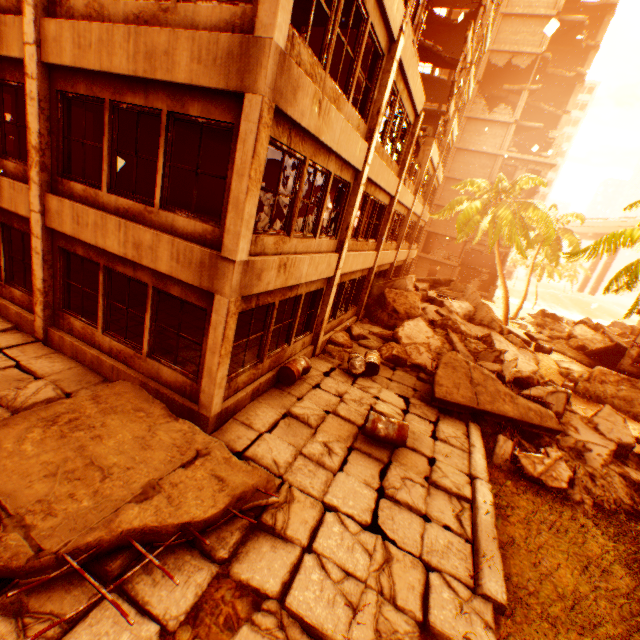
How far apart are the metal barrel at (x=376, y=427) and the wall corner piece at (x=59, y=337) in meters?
2.5 m

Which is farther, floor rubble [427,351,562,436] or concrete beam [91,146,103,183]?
concrete beam [91,146,103,183]

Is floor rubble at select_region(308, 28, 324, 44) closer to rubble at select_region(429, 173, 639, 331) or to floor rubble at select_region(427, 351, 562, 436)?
rubble at select_region(429, 173, 639, 331)

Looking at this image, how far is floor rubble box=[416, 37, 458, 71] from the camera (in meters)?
18.77

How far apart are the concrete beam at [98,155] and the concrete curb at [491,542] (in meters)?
14.93

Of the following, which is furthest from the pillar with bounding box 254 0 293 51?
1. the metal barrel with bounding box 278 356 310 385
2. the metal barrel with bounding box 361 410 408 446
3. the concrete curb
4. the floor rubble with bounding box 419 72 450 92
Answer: the floor rubble with bounding box 419 72 450 92

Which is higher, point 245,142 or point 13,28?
point 13,28

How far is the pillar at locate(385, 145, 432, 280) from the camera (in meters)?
16.98
